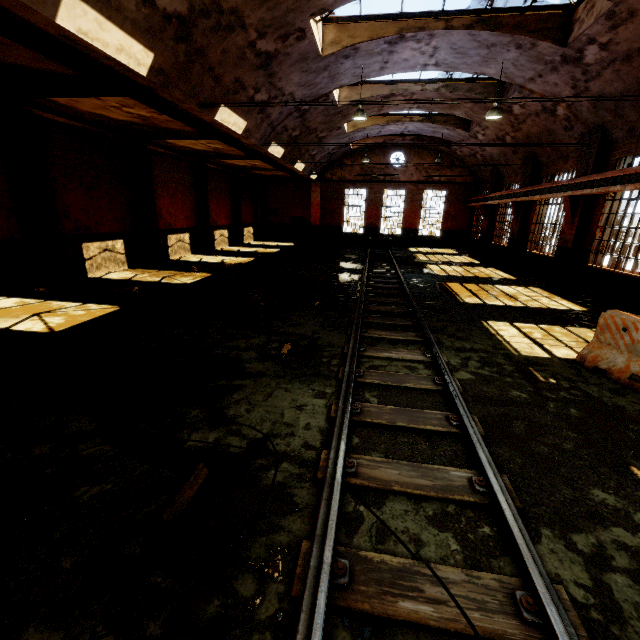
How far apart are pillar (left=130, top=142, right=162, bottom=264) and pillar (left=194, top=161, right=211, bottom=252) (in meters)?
4.21

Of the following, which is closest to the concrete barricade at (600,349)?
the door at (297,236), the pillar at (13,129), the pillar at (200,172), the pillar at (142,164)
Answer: the pillar at (13,129)

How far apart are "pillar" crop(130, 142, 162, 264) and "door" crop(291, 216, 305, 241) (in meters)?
14.95

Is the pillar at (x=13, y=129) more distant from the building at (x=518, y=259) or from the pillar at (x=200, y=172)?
the pillar at (x=200, y=172)

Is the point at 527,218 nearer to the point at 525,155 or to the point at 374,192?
the point at 525,155

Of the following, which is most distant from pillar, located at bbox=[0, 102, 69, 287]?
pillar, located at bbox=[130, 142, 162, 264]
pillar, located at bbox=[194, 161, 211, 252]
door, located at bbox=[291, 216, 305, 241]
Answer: door, located at bbox=[291, 216, 305, 241]

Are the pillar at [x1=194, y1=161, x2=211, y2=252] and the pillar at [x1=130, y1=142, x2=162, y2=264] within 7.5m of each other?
yes

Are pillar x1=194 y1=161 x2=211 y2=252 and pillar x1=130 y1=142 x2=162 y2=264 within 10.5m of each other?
yes
